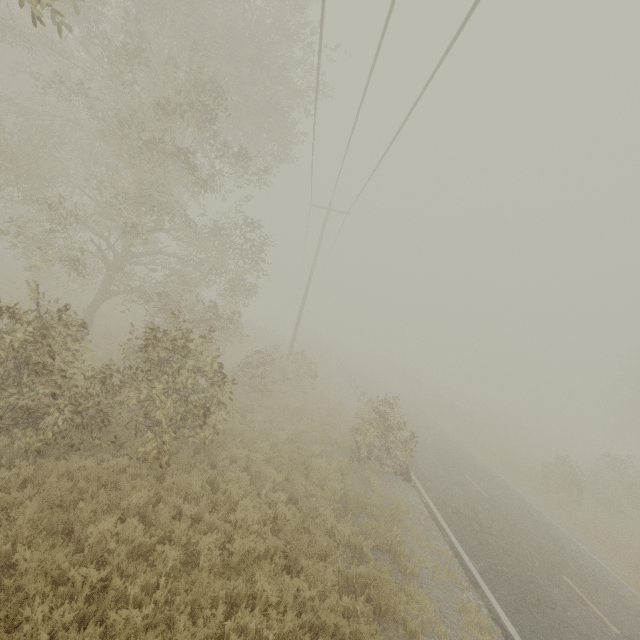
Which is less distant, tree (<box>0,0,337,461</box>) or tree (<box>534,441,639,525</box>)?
tree (<box>0,0,337,461</box>)

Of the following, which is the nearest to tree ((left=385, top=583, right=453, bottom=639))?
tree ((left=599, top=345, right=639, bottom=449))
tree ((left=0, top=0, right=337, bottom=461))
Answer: tree ((left=0, top=0, right=337, bottom=461))

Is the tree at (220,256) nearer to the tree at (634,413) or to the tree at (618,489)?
the tree at (618,489)

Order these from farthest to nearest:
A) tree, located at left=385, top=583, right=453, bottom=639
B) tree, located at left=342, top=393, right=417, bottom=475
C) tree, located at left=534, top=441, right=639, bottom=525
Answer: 1. tree, located at left=534, top=441, right=639, bottom=525
2. tree, located at left=342, top=393, right=417, bottom=475
3. tree, located at left=385, top=583, right=453, bottom=639

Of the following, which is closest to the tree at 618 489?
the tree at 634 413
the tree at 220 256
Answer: the tree at 220 256

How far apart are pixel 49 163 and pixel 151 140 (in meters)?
9.09
